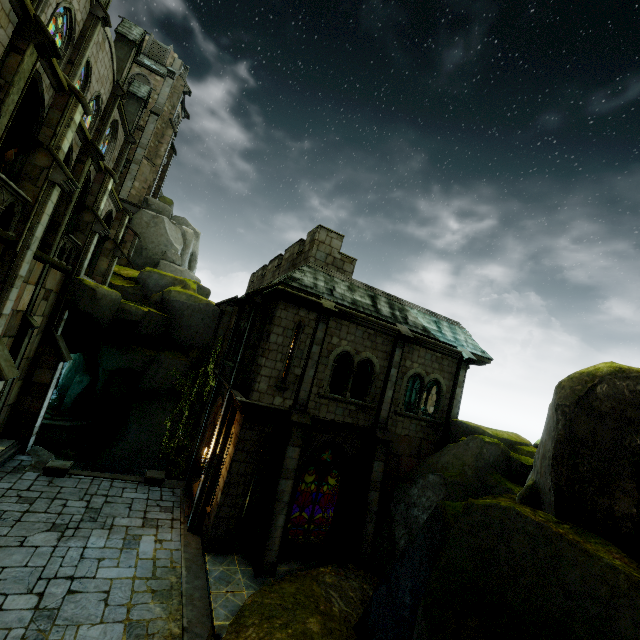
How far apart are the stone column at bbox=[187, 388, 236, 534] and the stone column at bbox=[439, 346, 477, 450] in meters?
9.2

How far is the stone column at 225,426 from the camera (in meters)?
12.33

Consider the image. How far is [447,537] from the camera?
6.7 meters

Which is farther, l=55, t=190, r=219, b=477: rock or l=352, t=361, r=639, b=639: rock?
l=55, t=190, r=219, b=477: rock

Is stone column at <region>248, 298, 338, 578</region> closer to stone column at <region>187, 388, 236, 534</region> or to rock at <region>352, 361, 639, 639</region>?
stone column at <region>187, 388, 236, 534</region>

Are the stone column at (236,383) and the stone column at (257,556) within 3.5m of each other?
yes

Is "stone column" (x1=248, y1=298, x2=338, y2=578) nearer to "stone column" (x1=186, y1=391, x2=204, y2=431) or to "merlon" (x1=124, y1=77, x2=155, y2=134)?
"stone column" (x1=186, y1=391, x2=204, y2=431)

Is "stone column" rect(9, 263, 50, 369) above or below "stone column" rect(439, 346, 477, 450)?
below
